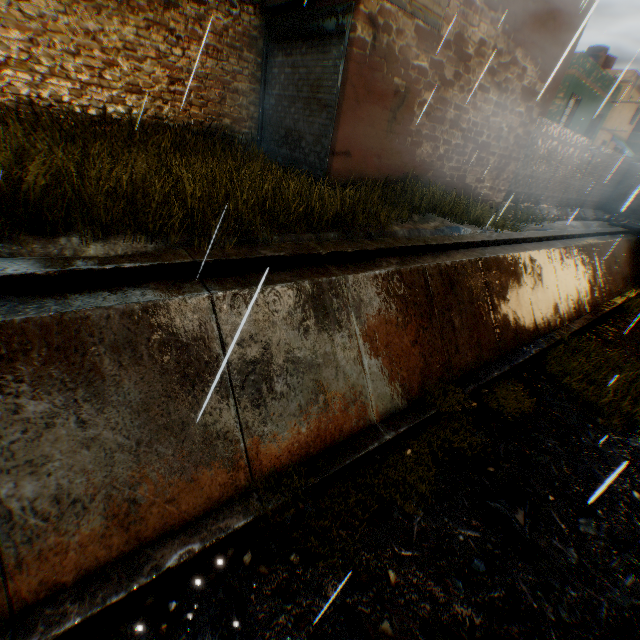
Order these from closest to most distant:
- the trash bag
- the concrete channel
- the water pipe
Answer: the concrete channel
the trash bag
the water pipe

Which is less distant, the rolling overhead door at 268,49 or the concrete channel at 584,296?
the concrete channel at 584,296

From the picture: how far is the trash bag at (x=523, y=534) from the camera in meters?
4.4

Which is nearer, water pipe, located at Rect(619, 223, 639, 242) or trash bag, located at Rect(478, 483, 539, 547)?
trash bag, located at Rect(478, 483, 539, 547)

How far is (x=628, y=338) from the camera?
11.2m

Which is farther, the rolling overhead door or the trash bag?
the rolling overhead door

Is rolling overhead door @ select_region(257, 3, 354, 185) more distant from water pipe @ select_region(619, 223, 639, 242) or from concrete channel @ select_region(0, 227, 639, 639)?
water pipe @ select_region(619, 223, 639, 242)

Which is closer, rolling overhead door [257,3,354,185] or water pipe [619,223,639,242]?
rolling overhead door [257,3,354,185]
